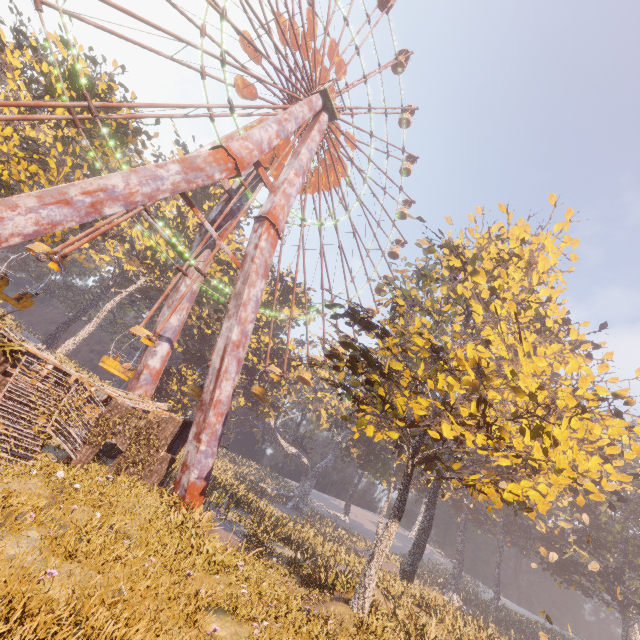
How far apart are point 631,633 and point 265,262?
72.4 meters

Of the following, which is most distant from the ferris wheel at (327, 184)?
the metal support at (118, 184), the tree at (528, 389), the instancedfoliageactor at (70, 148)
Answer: the tree at (528, 389)

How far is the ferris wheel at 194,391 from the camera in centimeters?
1997cm

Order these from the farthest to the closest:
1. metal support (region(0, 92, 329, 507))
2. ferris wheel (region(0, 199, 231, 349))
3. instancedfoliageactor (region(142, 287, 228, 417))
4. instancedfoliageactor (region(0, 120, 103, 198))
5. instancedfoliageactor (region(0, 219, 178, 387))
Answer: instancedfoliageactor (region(0, 219, 178, 387)) → instancedfoliageactor (region(142, 287, 228, 417)) → instancedfoliageactor (region(0, 120, 103, 198)) → ferris wheel (region(0, 199, 231, 349)) → metal support (region(0, 92, 329, 507))

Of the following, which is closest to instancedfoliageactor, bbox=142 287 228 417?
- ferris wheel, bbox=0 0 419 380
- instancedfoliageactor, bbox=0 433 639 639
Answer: ferris wheel, bbox=0 0 419 380

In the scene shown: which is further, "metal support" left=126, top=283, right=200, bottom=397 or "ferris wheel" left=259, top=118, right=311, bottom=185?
"ferris wheel" left=259, top=118, right=311, bottom=185

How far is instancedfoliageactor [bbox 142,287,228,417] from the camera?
36.5m

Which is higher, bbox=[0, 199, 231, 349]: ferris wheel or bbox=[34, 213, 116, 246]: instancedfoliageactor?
bbox=[34, 213, 116, 246]: instancedfoliageactor
